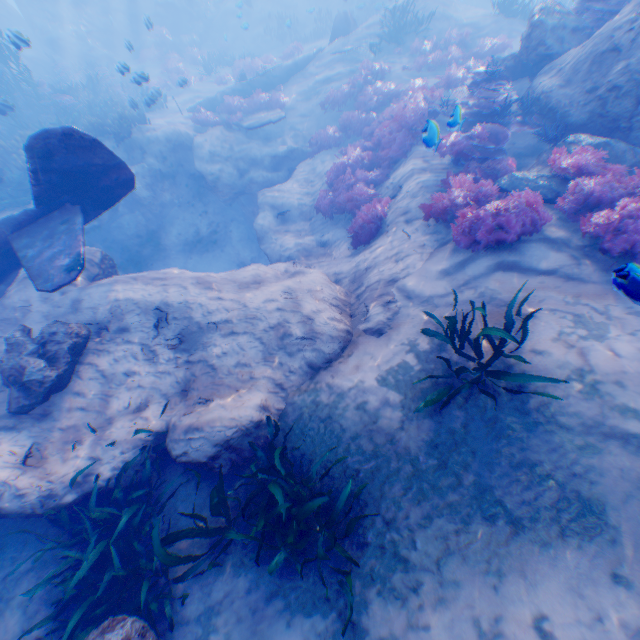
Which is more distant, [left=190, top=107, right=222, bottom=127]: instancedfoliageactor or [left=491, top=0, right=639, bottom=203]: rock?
[left=190, top=107, right=222, bottom=127]: instancedfoliageactor

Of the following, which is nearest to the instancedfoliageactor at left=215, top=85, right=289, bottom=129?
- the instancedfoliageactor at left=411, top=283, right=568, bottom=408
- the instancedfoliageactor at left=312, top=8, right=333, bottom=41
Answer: the instancedfoliageactor at left=312, top=8, right=333, bottom=41

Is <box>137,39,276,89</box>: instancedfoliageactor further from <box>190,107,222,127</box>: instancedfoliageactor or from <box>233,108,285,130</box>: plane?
<box>190,107,222,127</box>: instancedfoliageactor

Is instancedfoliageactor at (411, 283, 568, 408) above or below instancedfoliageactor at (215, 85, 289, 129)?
above

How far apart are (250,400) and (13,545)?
4.1 meters

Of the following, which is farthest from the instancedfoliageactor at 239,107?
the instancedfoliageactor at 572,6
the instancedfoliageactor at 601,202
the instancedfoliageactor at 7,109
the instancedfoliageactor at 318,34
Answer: the instancedfoliageactor at 601,202

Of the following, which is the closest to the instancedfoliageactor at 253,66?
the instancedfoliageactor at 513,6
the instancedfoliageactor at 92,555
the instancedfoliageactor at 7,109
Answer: the instancedfoliageactor at 7,109

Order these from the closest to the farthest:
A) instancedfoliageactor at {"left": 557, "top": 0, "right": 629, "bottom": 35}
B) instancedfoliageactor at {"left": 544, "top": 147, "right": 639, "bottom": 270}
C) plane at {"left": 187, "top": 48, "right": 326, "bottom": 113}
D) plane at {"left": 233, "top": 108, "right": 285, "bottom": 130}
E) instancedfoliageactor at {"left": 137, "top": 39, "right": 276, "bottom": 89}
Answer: instancedfoliageactor at {"left": 544, "top": 147, "right": 639, "bottom": 270} → instancedfoliageactor at {"left": 557, "top": 0, "right": 629, "bottom": 35} → plane at {"left": 233, "top": 108, "right": 285, "bottom": 130} → plane at {"left": 187, "top": 48, "right": 326, "bottom": 113} → instancedfoliageactor at {"left": 137, "top": 39, "right": 276, "bottom": 89}
